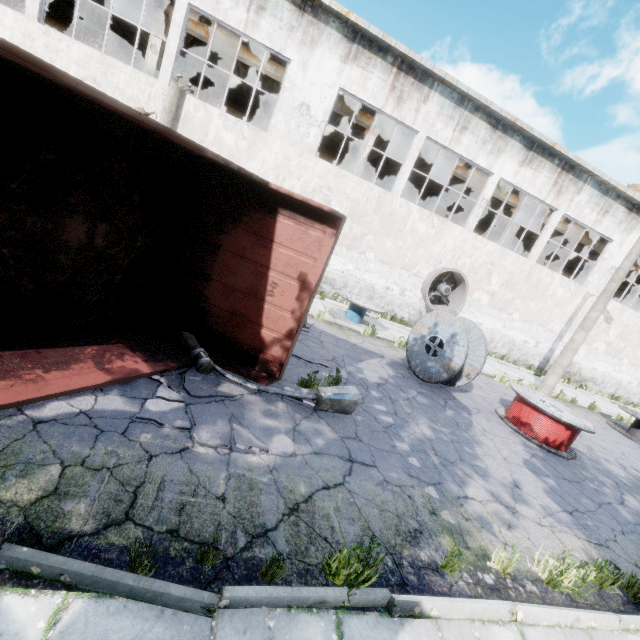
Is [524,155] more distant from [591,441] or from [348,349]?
[348,349]

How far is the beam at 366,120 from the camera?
15.4 meters

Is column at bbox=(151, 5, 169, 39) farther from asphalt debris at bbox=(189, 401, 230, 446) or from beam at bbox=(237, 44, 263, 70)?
asphalt debris at bbox=(189, 401, 230, 446)

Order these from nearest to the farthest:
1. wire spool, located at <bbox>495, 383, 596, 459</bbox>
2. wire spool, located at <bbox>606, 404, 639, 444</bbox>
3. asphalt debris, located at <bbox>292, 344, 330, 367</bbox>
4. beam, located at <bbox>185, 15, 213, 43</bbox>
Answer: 1. asphalt debris, located at <bbox>292, 344, 330, 367</bbox>
2. wire spool, located at <bbox>495, 383, 596, 459</bbox>
3. wire spool, located at <bbox>606, 404, 639, 444</bbox>
4. beam, located at <bbox>185, 15, 213, 43</bbox>

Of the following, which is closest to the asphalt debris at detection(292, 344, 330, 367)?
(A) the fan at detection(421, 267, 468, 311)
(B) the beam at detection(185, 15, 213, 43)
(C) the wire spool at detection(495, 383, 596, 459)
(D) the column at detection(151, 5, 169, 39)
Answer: (C) the wire spool at detection(495, 383, 596, 459)

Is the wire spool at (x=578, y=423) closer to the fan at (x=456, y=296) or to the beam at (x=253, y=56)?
the fan at (x=456, y=296)

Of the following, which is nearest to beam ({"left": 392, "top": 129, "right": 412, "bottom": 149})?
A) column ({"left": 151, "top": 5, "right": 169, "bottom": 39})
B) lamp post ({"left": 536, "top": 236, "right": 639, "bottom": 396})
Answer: column ({"left": 151, "top": 5, "right": 169, "bottom": 39})

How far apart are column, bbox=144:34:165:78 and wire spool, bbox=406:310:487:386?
14.2 meters
